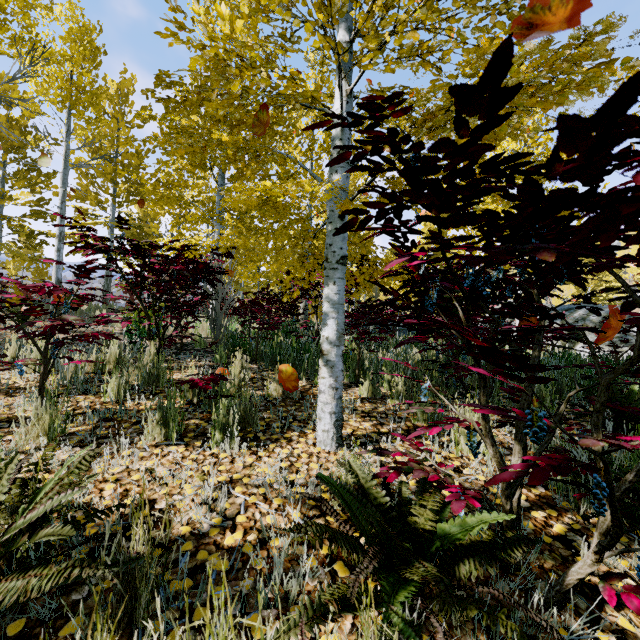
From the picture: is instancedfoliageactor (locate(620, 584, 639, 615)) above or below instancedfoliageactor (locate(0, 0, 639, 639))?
below

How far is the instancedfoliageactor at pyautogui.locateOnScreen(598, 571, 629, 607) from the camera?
1.13m

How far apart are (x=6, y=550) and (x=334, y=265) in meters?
2.2 m

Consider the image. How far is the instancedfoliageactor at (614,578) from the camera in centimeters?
113cm

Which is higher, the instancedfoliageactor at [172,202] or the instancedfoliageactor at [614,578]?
the instancedfoliageactor at [172,202]
